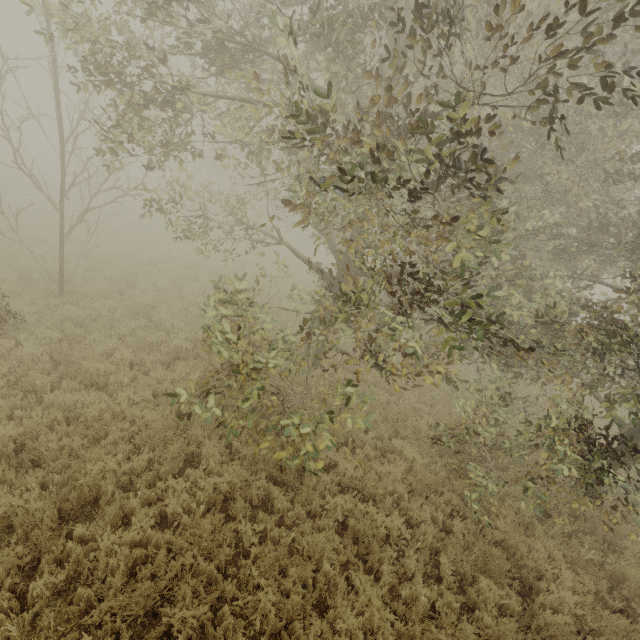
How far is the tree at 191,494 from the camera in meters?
5.1

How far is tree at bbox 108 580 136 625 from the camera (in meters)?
3.73

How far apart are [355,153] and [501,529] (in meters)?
6.82

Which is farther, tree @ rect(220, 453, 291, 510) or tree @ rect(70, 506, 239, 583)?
tree @ rect(220, 453, 291, 510)

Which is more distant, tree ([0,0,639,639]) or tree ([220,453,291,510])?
tree ([220,453,291,510])
